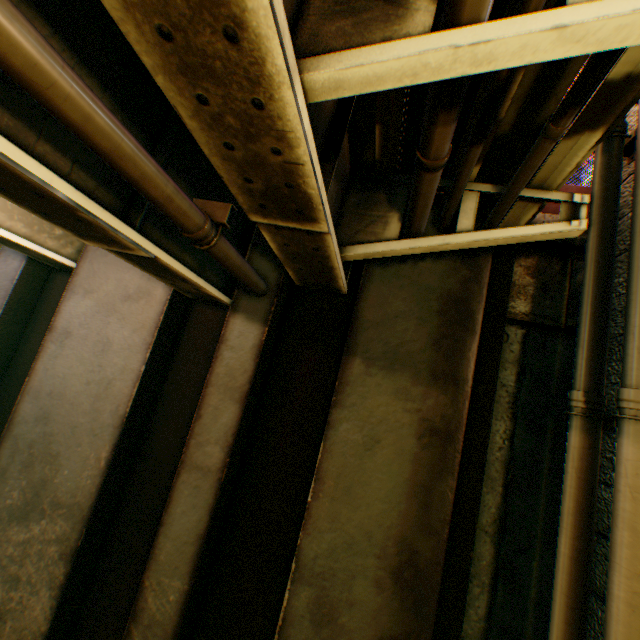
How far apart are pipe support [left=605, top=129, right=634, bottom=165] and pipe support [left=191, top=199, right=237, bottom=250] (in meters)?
3.68

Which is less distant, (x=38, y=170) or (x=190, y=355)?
(x=38, y=170)

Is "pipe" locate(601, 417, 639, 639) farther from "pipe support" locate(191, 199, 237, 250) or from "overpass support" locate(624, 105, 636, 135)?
"pipe support" locate(191, 199, 237, 250)

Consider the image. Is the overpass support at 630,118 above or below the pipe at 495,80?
above

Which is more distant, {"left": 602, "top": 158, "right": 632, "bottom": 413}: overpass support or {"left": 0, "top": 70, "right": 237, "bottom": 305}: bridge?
{"left": 602, "top": 158, "right": 632, "bottom": 413}: overpass support

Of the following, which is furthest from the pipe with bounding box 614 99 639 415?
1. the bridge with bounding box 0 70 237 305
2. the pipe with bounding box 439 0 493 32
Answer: the bridge with bounding box 0 70 237 305

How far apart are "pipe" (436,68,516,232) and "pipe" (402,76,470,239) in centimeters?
23cm

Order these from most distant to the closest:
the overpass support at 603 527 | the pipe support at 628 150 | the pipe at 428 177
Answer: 1. the pipe support at 628 150
2. the overpass support at 603 527
3. the pipe at 428 177
